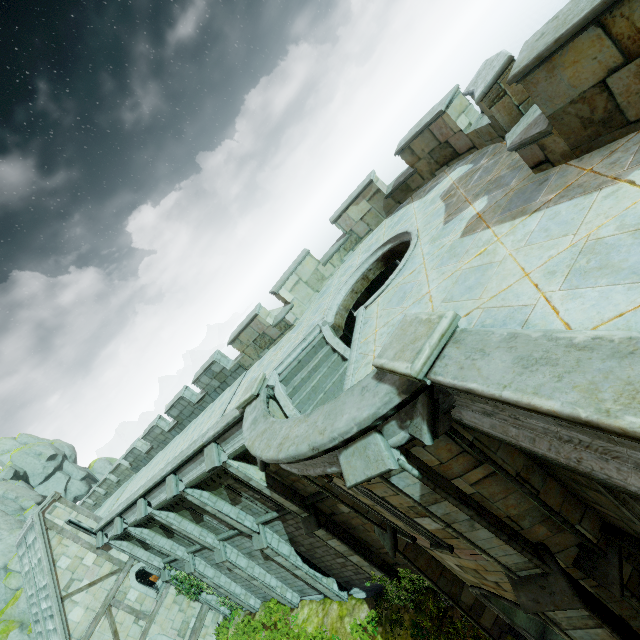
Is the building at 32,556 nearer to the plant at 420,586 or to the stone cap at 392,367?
the plant at 420,586

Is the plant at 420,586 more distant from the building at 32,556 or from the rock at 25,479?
the rock at 25,479

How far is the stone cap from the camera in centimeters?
358cm

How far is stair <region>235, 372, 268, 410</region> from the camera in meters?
9.1

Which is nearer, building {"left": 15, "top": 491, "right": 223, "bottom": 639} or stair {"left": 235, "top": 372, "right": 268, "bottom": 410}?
stair {"left": 235, "top": 372, "right": 268, "bottom": 410}

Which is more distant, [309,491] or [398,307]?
[309,491]

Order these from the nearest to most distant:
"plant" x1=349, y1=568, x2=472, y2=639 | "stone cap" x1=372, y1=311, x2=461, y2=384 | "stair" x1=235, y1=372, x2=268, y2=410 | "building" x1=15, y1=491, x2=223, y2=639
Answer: "stone cap" x1=372, y1=311, x2=461, y2=384, "stair" x1=235, y1=372, x2=268, y2=410, "plant" x1=349, y1=568, x2=472, y2=639, "building" x1=15, y1=491, x2=223, y2=639

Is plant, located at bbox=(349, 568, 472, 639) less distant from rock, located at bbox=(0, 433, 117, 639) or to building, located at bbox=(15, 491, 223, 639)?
building, located at bbox=(15, 491, 223, 639)
